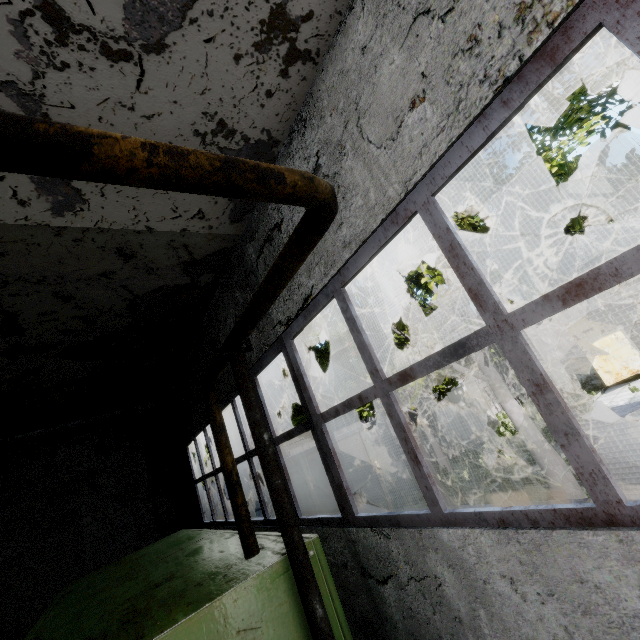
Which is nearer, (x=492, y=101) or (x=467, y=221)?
(x=492, y=101)

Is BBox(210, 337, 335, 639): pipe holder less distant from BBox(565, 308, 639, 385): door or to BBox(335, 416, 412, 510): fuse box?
BBox(335, 416, 412, 510): fuse box

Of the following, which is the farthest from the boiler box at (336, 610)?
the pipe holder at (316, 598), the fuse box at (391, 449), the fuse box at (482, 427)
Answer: the fuse box at (482, 427)

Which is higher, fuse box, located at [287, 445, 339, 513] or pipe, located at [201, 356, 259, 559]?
pipe, located at [201, 356, 259, 559]

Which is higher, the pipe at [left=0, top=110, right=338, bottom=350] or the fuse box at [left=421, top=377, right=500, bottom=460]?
the pipe at [left=0, top=110, right=338, bottom=350]

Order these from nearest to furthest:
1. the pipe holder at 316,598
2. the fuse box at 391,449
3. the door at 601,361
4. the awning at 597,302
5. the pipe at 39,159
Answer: the pipe at 39,159, the pipe holder at 316,598, the fuse box at 391,449, the awning at 597,302, the door at 601,361

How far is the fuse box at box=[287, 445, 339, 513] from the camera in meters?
12.5

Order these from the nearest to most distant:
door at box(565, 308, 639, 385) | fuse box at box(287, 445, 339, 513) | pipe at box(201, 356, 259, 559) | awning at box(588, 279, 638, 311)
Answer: pipe at box(201, 356, 259, 559) < fuse box at box(287, 445, 339, 513) < awning at box(588, 279, 638, 311) < door at box(565, 308, 639, 385)
